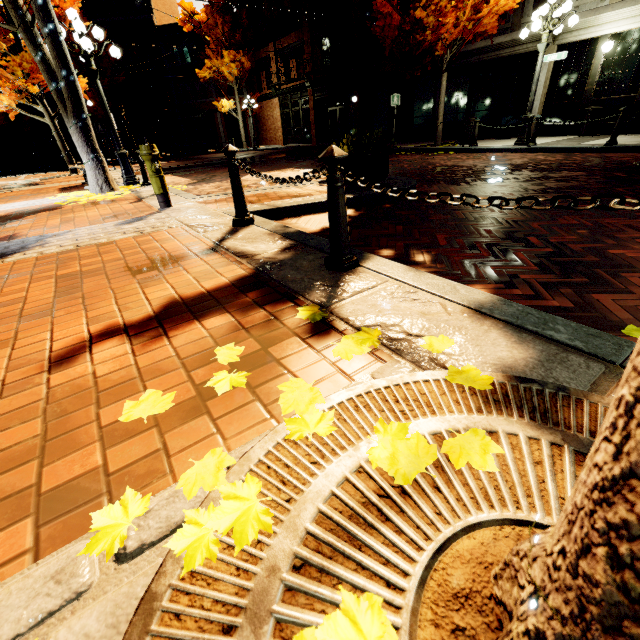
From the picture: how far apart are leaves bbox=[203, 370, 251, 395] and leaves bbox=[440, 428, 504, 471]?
0.62m

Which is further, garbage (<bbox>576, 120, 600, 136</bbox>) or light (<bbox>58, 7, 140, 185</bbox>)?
garbage (<bbox>576, 120, 600, 136</bbox>)

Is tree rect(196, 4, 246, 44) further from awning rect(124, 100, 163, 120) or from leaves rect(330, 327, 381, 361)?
leaves rect(330, 327, 381, 361)

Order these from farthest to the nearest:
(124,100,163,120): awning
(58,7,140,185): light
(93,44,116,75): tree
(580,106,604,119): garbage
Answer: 1. (124,100,163,120): awning
2. (93,44,116,75): tree
3. (580,106,604,119): garbage
4. (58,7,140,185): light

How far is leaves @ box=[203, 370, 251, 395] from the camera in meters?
1.4

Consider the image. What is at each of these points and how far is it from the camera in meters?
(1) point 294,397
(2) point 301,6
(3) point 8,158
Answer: (1) leaves, 1.3
(2) building, 20.8
(3) building, 28.4

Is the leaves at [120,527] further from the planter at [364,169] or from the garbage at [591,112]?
the garbage at [591,112]

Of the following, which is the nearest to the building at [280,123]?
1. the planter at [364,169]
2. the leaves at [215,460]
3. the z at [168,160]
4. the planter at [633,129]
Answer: the planter at [633,129]
